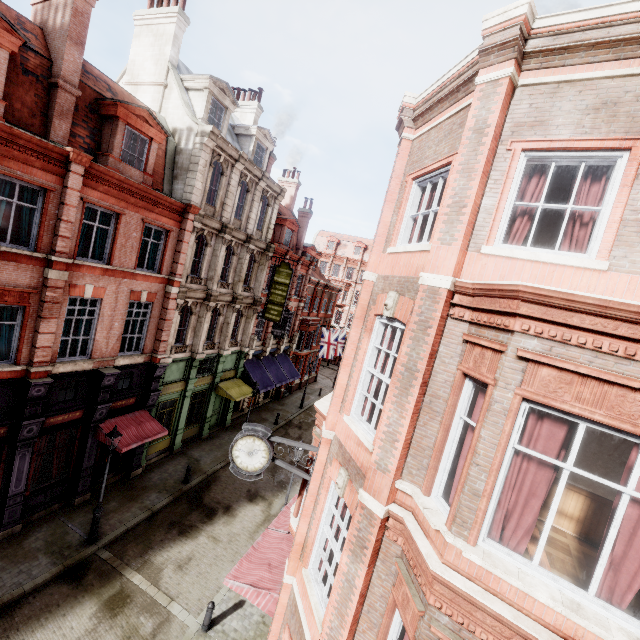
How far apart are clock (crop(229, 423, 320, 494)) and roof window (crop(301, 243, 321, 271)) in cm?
2552

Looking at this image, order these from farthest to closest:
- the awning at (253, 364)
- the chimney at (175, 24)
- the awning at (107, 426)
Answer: the awning at (253, 364), the chimney at (175, 24), the awning at (107, 426)

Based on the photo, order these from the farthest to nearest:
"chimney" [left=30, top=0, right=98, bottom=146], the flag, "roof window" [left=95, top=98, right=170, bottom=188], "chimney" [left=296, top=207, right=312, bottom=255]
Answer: the flag → "chimney" [left=296, top=207, right=312, bottom=255] → "roof window" [left=95, top=98, right=170, bottom=188] → "chimney" [left=30, top=0, right=98, bottom=146]

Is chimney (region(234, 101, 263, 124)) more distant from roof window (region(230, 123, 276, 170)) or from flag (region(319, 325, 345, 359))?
flag (region(319, 325, 345, 359))

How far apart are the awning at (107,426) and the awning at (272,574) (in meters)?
7.02

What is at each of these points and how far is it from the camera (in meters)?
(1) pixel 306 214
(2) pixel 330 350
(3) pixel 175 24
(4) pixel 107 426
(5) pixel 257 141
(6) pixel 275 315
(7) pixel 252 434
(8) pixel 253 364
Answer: (1) chimney, 30.50
(2) flag, 31.80
(3) chimney, 16.45
(4) awning, 14.29
(5) roof window, 21.39
(6) sign, 23.45
(7) clock, 8.03
(8) awning, 25.55

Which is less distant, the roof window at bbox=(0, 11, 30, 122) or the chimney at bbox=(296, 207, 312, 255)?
the roof window at bbox=(0, 11, 30, 122)

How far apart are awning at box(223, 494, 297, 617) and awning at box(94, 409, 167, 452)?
7.0 meters
